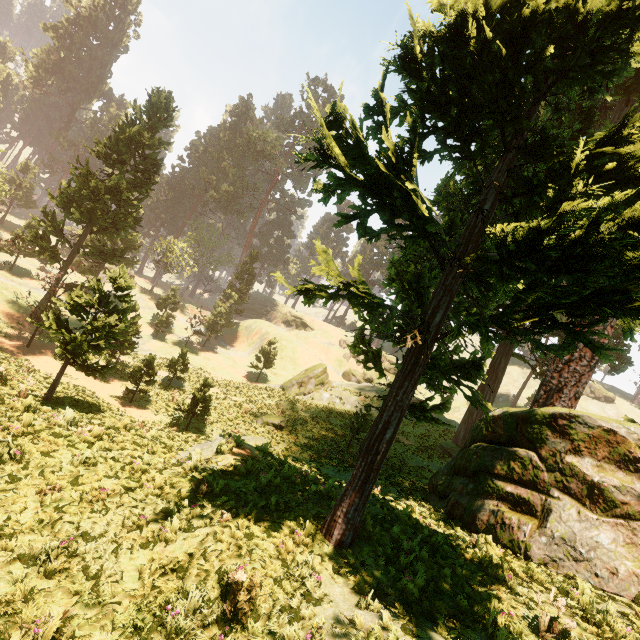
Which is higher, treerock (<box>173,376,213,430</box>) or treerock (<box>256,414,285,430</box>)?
treerock (<box>173,376,213,430</box>)

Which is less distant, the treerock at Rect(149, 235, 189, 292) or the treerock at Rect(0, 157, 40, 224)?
the treerock at Rect(0, 157, 40, 224)

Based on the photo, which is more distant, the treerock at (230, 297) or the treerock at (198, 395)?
the treerock at (230, 297)

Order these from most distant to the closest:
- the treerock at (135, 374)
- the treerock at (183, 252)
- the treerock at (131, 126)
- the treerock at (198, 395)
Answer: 1. the treerock at (183, 252)
2. the treerock at (135, 374)
3. the treerock at (198, 395)
4. the treerock at (131, 126)

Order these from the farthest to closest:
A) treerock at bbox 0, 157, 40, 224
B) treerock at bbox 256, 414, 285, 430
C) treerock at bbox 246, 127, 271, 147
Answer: treerock at bbox 246, 127, 271, 147, treerock at bbox 0, 157, 40, 224, treerock at bbox 256, 414, 285, 430

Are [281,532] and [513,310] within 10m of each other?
yes

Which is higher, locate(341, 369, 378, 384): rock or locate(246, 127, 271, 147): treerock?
locate(246, 127, 271, 147): treerock

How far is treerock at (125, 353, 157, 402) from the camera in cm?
2116
